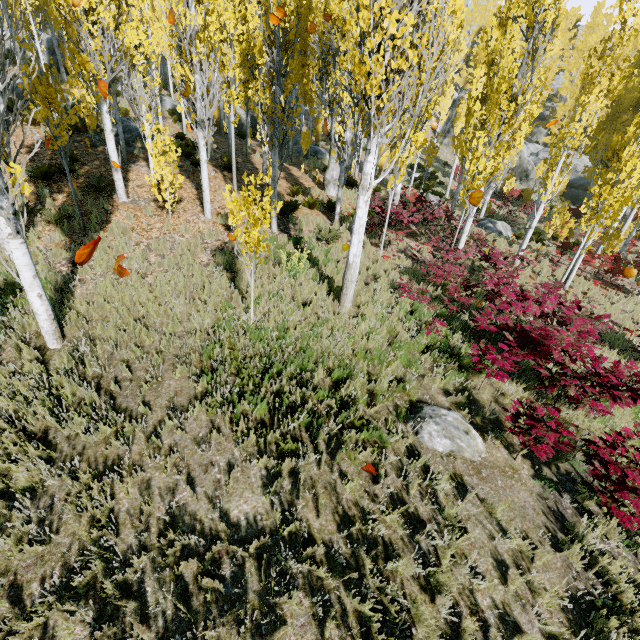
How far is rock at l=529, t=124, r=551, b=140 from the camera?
42.1 meters

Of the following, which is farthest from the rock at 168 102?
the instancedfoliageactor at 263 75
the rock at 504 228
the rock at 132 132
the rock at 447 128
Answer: the rock at 504 228

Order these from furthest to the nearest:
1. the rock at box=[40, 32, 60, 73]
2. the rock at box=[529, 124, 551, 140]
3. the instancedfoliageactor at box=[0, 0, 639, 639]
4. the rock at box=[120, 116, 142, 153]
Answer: the rock at box=[529, 124, 551, 140] → the rock at box=[40, 32, 60, 73] → the rock at box=[120, 116, 142, 153] → the instancedfoliageactor at box=[0, 0, 639, 639]

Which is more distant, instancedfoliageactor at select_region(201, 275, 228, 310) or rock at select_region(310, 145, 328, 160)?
rock at select_region(310, 145, 328, 160)

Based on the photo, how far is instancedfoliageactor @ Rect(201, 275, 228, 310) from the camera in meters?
6.9 m

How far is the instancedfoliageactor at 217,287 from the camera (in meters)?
6.93

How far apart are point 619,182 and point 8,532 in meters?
14.8 m

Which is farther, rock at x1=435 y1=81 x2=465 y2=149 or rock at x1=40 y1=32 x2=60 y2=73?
rock at x1=435 y1=81 x2=465 y2=149
